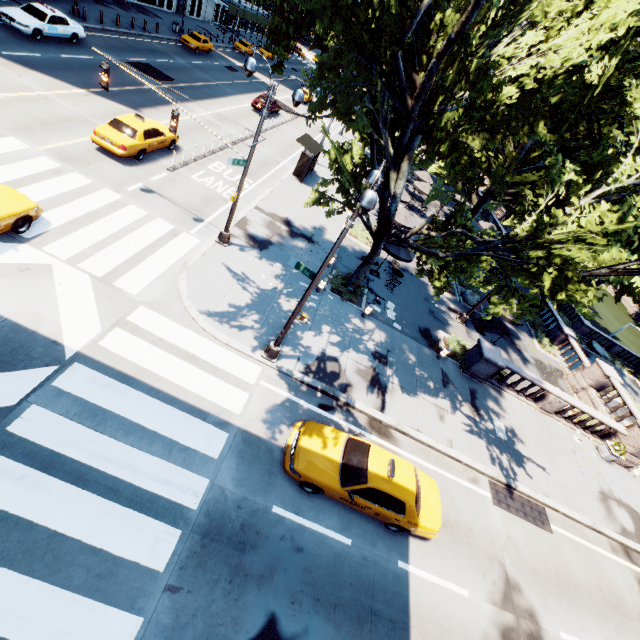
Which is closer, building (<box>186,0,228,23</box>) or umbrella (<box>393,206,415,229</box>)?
umbrella (<box>393,206,415,229</box>)

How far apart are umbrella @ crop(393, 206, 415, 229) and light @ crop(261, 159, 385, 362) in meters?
14.5 m

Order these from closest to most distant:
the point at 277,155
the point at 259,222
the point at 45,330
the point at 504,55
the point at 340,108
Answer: the point at 45,330
the point at 340,108
the point at 504,55
the point at 259,222
the point at 277,155

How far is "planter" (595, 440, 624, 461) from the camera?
17.61m

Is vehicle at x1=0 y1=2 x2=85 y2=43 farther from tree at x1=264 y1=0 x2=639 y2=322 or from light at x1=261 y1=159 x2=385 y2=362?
light at x1=261 y1=159 x2=385 y2=362

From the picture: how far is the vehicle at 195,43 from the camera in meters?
35.8 m

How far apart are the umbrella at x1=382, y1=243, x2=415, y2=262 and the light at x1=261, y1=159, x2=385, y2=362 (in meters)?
9.52

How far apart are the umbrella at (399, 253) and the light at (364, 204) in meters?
9.5
